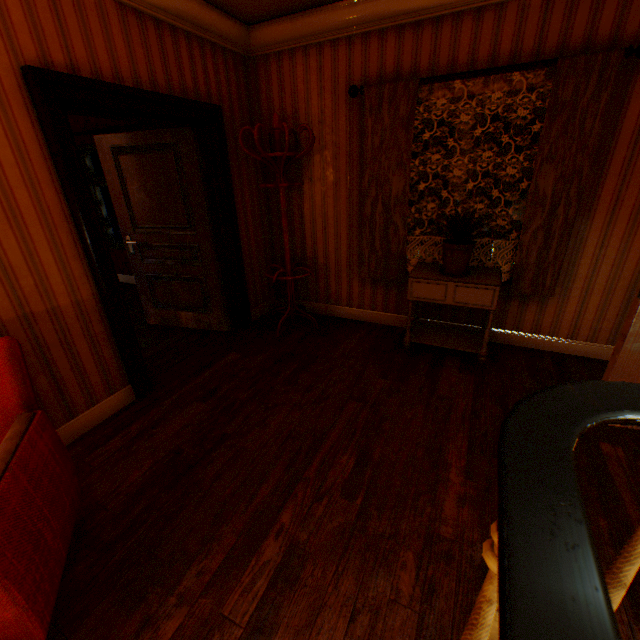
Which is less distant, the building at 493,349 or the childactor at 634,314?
the building at 493,349

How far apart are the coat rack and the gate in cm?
1440

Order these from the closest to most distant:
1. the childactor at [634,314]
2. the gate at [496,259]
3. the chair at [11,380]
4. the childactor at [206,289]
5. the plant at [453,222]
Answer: the chair at [11,380] → the childactor at [634,314] → the plant at [453,222] → the childactor at [206,289] → the gate at [496,259]

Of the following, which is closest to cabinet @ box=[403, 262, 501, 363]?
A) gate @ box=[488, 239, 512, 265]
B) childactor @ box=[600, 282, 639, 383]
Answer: childactor @ box=[600, 282, 639, 383]

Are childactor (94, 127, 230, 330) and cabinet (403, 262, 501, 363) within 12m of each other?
yes

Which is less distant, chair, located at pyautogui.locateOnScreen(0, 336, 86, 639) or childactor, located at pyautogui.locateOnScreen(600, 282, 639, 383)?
chair, located at pyautogui.locateOnScreen(0, 336, 86, 639)

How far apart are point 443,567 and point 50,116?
3.42m

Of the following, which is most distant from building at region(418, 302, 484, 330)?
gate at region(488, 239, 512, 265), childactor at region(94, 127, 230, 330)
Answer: gate at region(488, 239, 512, 265)
